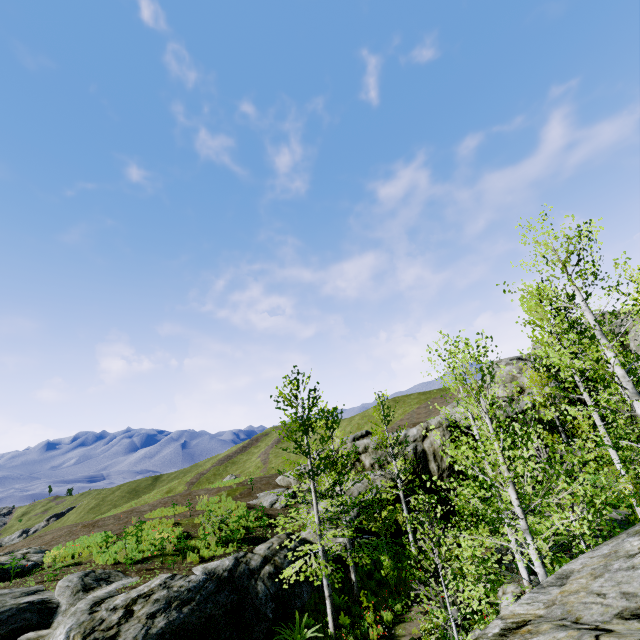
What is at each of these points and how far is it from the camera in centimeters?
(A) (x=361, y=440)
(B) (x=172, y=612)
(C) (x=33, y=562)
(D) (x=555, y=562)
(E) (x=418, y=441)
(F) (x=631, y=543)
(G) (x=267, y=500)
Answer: (A) rock, 2669cm
(B) rock, 1057cm
(C) rock, 1580cm
(D) instancedfoliageactor, 1280cm
(E) rock, 2595cm
(F) rock, 326cm
(G) rock, 2341cm

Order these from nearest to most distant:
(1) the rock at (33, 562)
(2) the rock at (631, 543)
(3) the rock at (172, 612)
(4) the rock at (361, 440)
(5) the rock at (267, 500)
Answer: (2) the rock at (631, 543) < (3) the rock at (172, 612) < (1) the rock at (33, 562) < (5) the rock at (267, 500) < (4) the rock at (361, 440)

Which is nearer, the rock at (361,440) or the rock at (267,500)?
the rock at (267,500)

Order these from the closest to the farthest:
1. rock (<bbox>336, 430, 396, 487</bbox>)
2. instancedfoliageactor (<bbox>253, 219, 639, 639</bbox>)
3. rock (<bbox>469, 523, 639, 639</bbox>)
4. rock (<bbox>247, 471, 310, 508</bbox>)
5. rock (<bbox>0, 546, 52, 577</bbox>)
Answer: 1. rock (<bbox>469, 523, 639, 639</bbox>)
2. instancedfoliageactor (<bbox>253, 219, 639, 639</bbox>)
3. rock (<bbox>0, 546, 52, 577</bbox>)
4. rock (<bbox>247, 471, 310, 508</bbox>)
5. rock (<bbox>336, 430, 396, 487</bbox>)

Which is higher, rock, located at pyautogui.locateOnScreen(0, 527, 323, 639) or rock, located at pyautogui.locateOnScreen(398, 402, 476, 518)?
rock, located at pyautogui.locateOnScreen(398, 402, 476, 518)

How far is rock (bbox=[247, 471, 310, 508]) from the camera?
22.7 meters
